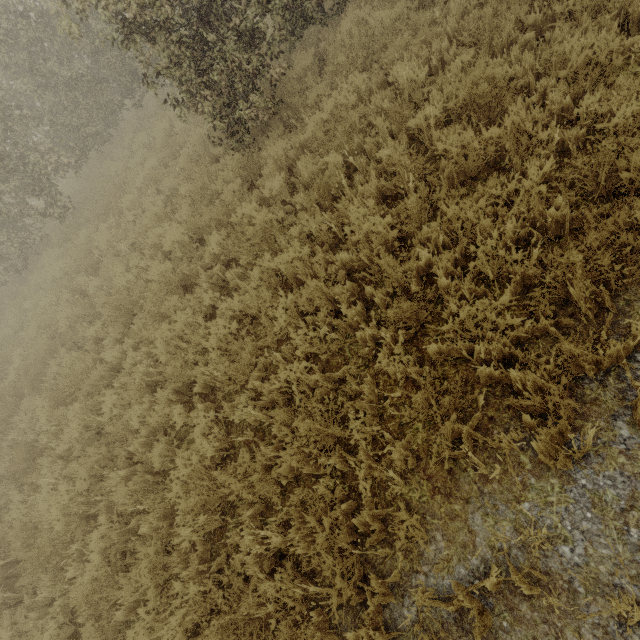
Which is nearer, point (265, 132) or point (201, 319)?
point (201, 319)
